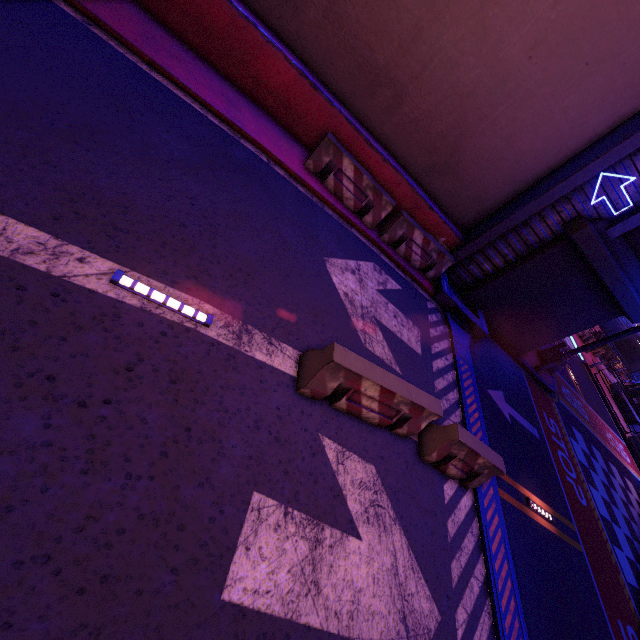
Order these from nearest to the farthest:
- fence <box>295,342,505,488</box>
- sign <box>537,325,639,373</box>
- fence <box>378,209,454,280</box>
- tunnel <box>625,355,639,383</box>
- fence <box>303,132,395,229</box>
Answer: fence <box>295,342,505,488</box>
fence <box>303,132,395,229</box>
fence <box>378,209,454,280</box>
sign <box>537,325,639,373</box>
tunnel <box>625,355,639,383</box>

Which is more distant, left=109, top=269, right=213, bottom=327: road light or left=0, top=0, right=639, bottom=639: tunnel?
left=109, top=269, right=213, bottom=327: road light

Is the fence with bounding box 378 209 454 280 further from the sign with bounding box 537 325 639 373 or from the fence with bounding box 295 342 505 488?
the sign with bounding box 537 325 639 373

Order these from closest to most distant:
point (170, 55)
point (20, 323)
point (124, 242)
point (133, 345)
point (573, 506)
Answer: point (20, 323) < point (133, 345) < point (124, 242) < point (170, 55) < point (573, 506)

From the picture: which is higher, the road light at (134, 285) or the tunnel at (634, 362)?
the tunnel at (634, 362)

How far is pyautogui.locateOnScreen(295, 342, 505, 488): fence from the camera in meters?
4.5 m

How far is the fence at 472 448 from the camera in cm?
446

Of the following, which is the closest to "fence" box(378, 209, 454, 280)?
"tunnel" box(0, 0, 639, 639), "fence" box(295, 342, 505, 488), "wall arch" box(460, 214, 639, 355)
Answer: "tunnel" box(0, 0, 639, 639)
